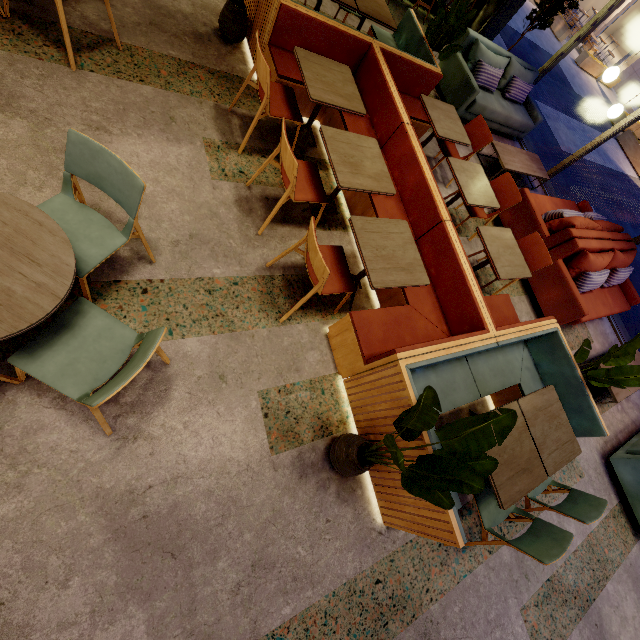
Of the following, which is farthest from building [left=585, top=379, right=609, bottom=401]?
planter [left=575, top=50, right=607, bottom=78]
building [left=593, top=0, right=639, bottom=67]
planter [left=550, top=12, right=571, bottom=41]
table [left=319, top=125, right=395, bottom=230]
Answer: building [left=593, top=0, right=639, bottom=67]

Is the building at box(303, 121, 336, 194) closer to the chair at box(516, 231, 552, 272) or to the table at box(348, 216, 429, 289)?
the chair at box(516, 231, 552, 272)

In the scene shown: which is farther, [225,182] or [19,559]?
[225,182]

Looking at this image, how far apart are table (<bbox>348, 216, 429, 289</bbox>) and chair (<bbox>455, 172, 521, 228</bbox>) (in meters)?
Result: 1.74

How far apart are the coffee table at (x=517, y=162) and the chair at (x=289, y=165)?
4.1 meters

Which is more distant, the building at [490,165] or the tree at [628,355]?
the building at [490,165]

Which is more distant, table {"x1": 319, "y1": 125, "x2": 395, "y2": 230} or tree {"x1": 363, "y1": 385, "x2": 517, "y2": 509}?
table {"x1": 319, "y1": 125, "x2": 395, "y2": 230}

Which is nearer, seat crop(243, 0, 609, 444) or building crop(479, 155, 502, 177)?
seat crop(243, 0, 609, 444)
